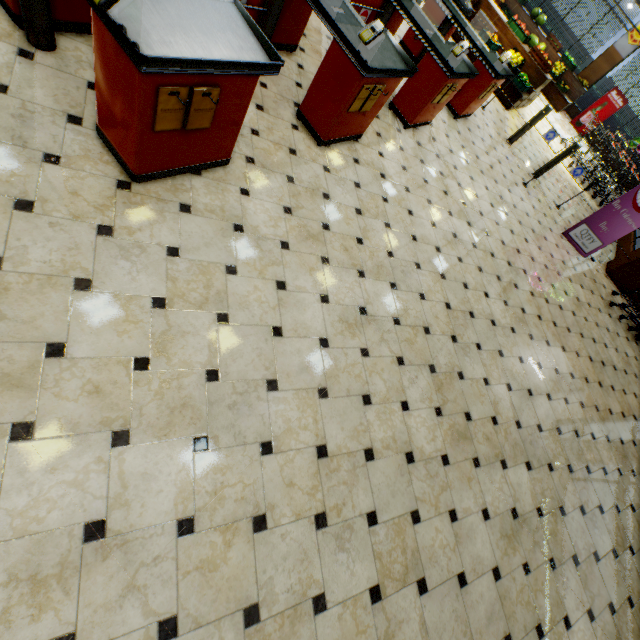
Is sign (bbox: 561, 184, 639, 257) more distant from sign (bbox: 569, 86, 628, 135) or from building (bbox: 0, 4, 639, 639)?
sign (bbox: 569, 86, 628, 135)

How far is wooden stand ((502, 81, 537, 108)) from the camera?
8.9 meters

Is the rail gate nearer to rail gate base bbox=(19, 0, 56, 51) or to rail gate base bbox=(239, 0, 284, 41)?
rail gate base bbox=(239, 0, 284, 41)

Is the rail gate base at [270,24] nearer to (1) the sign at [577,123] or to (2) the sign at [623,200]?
(2) the sign at [623,200]

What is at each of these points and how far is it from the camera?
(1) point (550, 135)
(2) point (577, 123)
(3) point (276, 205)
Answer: (1) rail gate, 7.49m
(2) sign, 13.86m
(3) building, 3.15m

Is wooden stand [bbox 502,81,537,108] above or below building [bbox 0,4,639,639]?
above

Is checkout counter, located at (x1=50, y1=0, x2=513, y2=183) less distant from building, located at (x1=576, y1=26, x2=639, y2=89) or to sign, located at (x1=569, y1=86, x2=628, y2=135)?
building, located at (x1=576, y1=26, x2=639, y2=89)

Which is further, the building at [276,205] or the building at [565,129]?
the building at [565,129]
